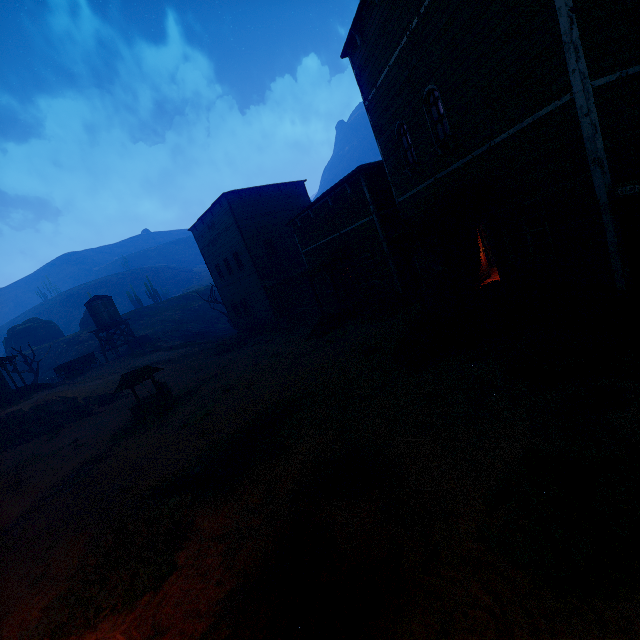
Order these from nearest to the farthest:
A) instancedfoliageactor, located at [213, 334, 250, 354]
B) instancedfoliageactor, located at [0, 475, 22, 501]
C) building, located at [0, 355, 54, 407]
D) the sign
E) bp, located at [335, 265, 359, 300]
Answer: the sign
instancedfoliageactor, located at [0, 475, 22, 501]
bp, located at [335, 265, 359, 300]
instancedfoliageactor, located at [213, 334, 250, 354]
building, located at [0, 355, 54, 407]

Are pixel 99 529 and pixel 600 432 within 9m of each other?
no

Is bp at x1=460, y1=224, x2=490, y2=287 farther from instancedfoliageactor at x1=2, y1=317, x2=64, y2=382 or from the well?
instancedfoliageactor at x1=2, y1=317, x2=64, y2=382

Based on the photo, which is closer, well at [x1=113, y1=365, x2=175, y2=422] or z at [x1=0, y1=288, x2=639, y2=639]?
z at [x1=0, y1=288, x2=639, y2=639]

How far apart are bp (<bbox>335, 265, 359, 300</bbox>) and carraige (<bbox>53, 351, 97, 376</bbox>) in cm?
2758

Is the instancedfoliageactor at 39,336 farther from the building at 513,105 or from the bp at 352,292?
the bp at 352,292

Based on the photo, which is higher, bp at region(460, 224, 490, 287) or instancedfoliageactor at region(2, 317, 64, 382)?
instancedfoliageactor at region(2, 317, 64, 382)

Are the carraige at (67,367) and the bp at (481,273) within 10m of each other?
no
